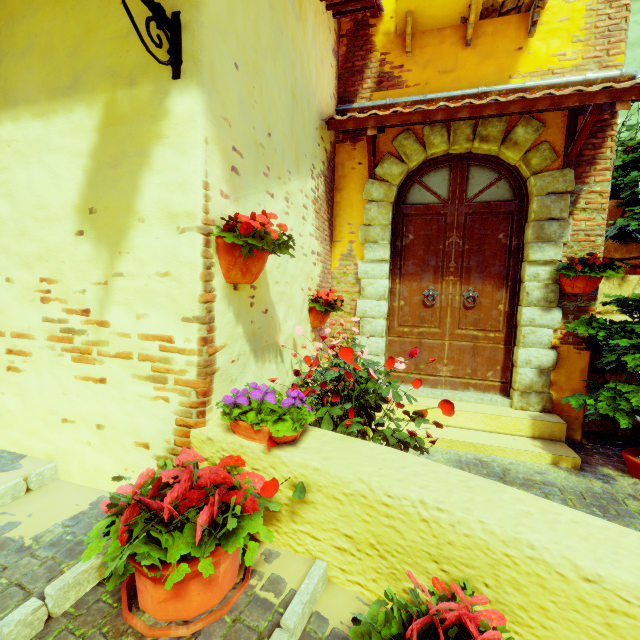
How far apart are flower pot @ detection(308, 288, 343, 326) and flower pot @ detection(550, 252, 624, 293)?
2.3m

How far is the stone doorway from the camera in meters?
3.5 m

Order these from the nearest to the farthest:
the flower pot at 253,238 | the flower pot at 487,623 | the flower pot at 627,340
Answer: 1. the flower pot at 487,623
2. the flower pot at 253,238
3. the flower pot at 627,340

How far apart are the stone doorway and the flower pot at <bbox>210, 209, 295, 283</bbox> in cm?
206

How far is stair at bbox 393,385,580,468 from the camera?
3.21m

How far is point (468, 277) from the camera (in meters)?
3.92

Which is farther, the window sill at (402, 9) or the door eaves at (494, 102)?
the window sill at (402, 9)

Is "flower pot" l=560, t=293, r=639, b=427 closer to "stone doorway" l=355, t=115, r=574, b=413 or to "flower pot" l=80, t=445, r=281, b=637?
"stone doorway" l=355, t=115, r=574, b=413
